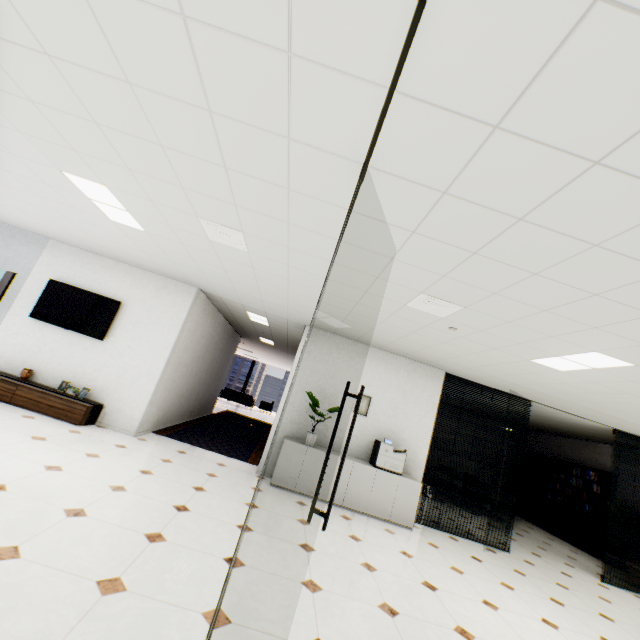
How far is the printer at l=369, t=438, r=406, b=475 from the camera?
5.8m

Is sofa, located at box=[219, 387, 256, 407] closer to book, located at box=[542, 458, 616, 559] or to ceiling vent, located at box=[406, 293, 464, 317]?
book, located at box=[542, 458, 616, 559]

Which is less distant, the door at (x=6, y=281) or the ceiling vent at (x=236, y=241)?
the ceiling vent at (x=236, y=241)

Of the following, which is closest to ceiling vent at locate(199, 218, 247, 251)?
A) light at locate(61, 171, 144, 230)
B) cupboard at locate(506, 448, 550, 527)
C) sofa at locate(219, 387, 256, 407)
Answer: light at locate(61, 171, 144, 230)

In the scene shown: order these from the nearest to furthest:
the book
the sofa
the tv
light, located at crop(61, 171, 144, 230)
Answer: light, located at crop(61, 171, 144, 230) < the tv < the book < the sofa

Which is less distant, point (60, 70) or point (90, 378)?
point (60, 70)

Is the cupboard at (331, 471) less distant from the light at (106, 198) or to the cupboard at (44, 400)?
the cupboard at (44, 400)

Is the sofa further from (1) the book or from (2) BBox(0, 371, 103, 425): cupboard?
(1) the book
